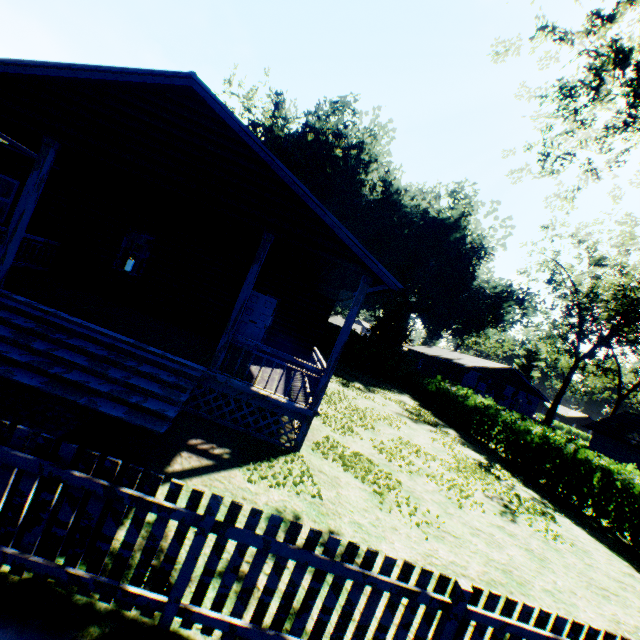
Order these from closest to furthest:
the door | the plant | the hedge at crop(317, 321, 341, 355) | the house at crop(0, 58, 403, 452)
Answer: the house at crop(0, 58, 403, 452) → the door → the hedge at crop(317, 321, 341, 355) → the plant

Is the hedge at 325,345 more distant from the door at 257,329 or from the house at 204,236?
the door at 257,329

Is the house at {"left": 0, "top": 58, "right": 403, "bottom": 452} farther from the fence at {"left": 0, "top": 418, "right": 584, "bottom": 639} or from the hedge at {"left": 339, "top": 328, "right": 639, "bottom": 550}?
the hedge at {"left": 339, "top": 328, "right": 639, "bottom": 550}

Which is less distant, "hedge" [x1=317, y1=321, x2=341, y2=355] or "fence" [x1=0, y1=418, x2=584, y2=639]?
"fence" [x1=0, y1=418, x2=584, y2=639]

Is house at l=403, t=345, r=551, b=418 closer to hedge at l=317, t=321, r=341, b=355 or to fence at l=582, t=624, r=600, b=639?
hedge at l=317, t=321, r=341, b=355

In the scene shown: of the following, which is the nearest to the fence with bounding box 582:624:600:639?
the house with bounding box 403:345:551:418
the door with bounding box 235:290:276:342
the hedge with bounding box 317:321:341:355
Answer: the door with bounding box 235:290:276:342

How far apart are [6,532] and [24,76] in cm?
821

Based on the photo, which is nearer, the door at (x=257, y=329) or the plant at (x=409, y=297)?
the door at (x=257, y=329)
